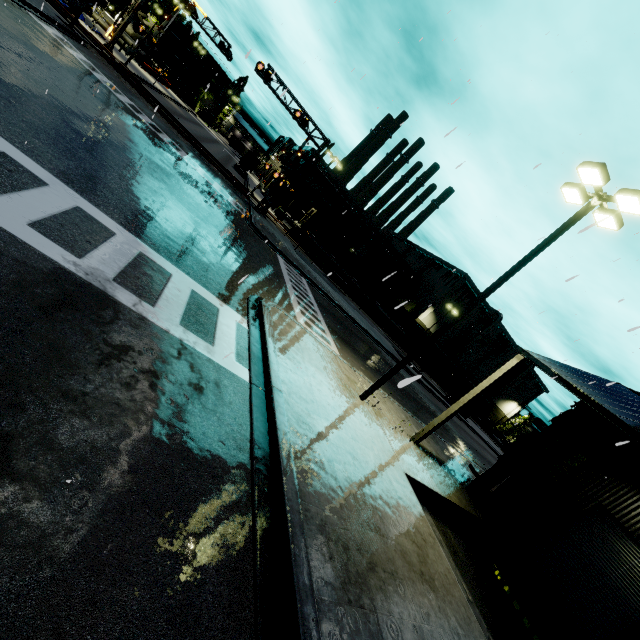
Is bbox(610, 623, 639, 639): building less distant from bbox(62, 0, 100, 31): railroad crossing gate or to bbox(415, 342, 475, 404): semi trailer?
bbox(415, 342, 475, 404): semi trailer

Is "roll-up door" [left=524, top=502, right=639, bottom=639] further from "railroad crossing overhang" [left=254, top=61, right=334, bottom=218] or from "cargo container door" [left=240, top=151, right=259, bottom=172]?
"cargo container door" [left=240, top=151, right=259, bottom=172]

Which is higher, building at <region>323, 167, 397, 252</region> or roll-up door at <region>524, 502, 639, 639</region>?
building at <region>323, 167, 397, 252</region>

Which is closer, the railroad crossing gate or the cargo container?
the railroad crossing gate

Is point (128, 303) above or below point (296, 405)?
below

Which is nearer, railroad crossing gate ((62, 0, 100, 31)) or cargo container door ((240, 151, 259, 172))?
railroad crossing gate ((62, 0, 100, 31))

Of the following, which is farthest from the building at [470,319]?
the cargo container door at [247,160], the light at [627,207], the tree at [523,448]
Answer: the cargo container door at [247,160]

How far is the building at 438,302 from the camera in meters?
54.9
